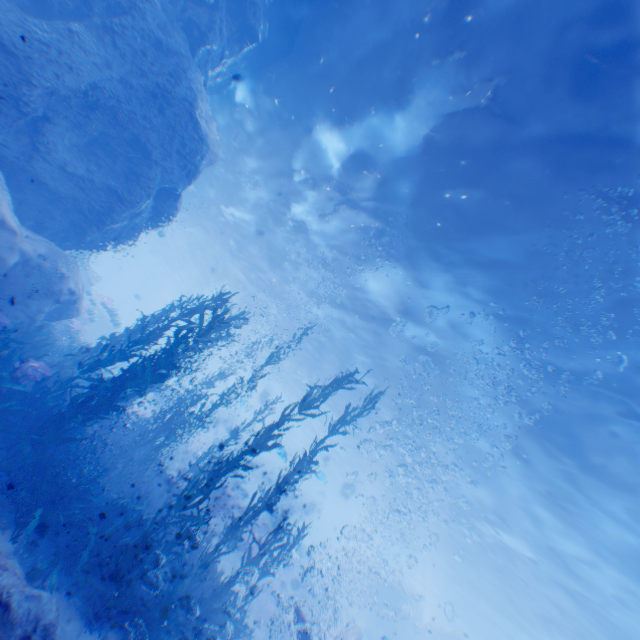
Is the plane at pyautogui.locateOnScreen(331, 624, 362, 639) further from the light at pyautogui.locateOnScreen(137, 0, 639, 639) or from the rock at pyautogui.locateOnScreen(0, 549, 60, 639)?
the light at pyautogui.locateOnScreen(137, 0, 639, 639)

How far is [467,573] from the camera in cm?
2714

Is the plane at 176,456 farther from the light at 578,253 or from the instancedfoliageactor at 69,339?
the light at 578,253

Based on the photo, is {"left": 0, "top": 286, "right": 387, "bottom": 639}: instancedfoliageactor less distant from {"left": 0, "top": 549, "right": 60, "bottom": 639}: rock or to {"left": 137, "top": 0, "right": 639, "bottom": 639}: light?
{"left": 0, "top": 549, "right": 60, "bottom": 639}: rock

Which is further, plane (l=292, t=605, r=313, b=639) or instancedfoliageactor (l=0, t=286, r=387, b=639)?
plane (l=292, t=605, r=313, b=639)

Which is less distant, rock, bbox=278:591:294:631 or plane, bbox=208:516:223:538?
plane, bbox=208:516:223:538

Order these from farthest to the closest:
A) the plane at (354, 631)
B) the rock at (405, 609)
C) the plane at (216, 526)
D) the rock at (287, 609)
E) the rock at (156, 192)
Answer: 1. the rock at (405, 609)
2. the rock at (287, 609)
3. the plane at (216, 526)
4. the plane at (354, 631)
5. the rock at (156, 192)

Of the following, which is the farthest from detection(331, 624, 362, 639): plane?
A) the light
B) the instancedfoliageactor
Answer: the light
